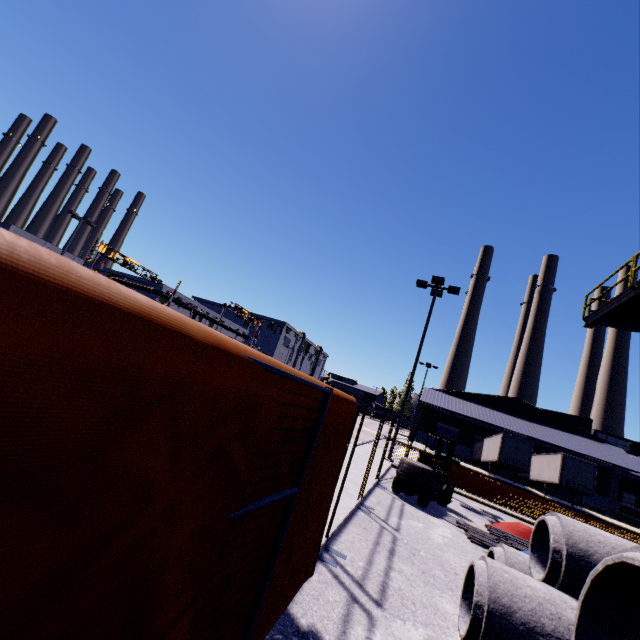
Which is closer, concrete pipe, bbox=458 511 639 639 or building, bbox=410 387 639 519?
concrete pipe, bbox=458 511 639 639

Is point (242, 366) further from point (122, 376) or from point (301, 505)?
point (301, 505)

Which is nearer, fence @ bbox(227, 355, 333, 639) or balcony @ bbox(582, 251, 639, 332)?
fence @ bbox(227, 355, 333, 639)

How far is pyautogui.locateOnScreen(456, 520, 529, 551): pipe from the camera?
7.9m

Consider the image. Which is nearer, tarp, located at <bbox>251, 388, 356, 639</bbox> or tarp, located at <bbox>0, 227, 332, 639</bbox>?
tarp, located at <bbox>0, 227, 332, 639</bbox>

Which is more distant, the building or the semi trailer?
the building

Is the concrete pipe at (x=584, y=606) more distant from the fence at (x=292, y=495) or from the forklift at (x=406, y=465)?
the forklift at (x=406, y=465)

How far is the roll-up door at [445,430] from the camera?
45.8 meters
